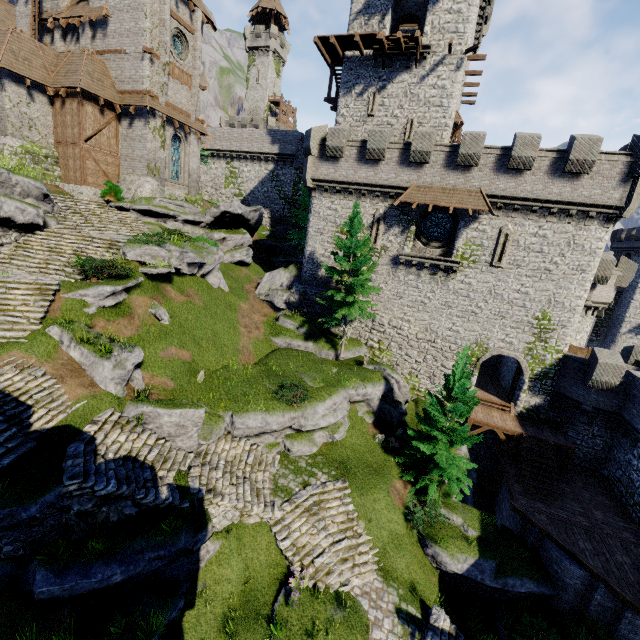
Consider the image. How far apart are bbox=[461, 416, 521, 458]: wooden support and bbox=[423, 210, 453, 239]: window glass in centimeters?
1246cm

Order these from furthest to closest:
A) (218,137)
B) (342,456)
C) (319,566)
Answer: (218,137) < (342,456) < (319,566)

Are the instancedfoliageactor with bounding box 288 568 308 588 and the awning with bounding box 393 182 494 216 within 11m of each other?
no

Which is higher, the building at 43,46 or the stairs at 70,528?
the building at 43,46

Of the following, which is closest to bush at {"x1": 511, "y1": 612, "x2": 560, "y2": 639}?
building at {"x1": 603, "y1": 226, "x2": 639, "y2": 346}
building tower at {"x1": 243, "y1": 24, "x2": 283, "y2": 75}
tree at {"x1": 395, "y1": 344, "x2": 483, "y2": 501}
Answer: tree at {"x1": 395, "y1": 344, "x2": 483, "y2": 501}

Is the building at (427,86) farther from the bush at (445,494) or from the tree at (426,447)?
the bush at (445,494)

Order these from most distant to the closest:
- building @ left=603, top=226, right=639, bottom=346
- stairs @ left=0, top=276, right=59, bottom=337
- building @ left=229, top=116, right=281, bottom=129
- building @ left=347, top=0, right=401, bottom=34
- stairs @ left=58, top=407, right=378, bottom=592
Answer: building @ left=229, top=116, right=281, bottom=129
building @ left=603, top=226, right=639, bottom=346
building @ left=347, top=0, right=401, bottom=34
stairs @ left=0, top=276, right=59, bottom=337
stairs @ left=58, top=407, right=378, bottom=592

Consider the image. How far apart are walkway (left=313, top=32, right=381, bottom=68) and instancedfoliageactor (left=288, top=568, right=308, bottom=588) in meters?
33.6
